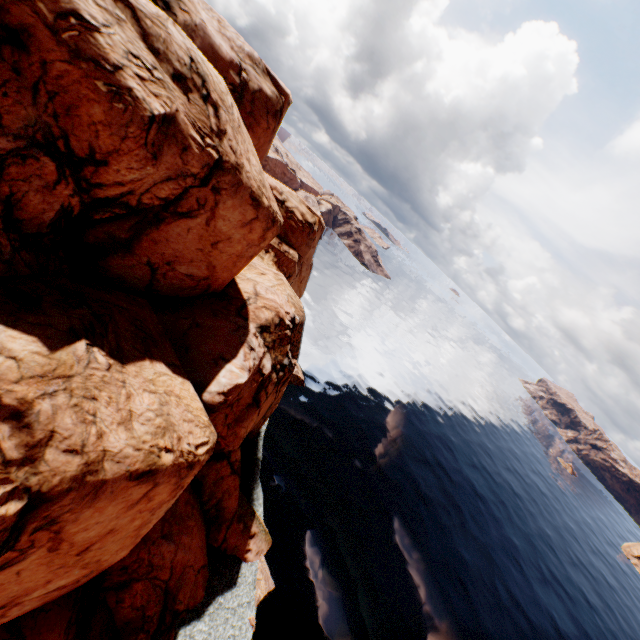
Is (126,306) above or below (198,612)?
above
